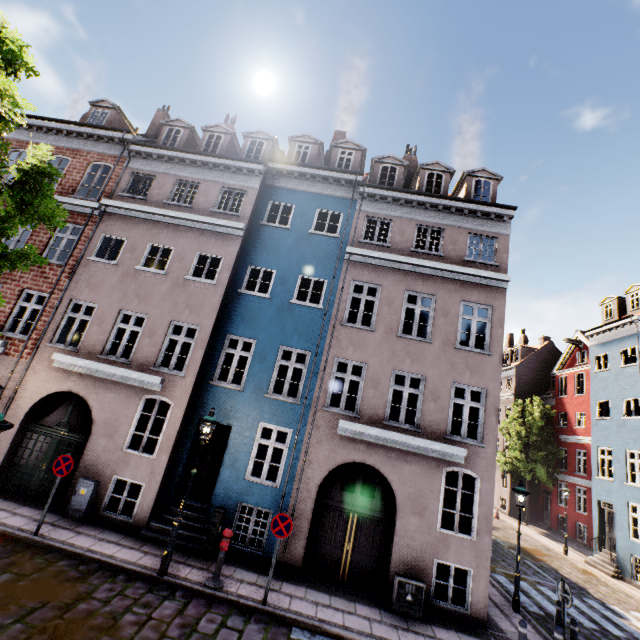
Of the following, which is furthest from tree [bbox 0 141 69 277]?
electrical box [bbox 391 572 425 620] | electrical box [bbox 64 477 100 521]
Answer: electrical box [bbox 391 572 425 620]

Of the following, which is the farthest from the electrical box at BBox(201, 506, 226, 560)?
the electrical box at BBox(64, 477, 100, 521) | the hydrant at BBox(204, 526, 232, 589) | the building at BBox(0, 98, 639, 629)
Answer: the electrical box at BBox(64, 477, 100, 521)

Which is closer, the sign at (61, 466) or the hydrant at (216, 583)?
the hydrant at (216, 583)

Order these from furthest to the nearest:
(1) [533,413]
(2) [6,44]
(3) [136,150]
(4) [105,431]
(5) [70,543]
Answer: (1) [533,413] < (3) [136,150] < (4) [105,431] < (5) [70,543] < (2) [6,44]

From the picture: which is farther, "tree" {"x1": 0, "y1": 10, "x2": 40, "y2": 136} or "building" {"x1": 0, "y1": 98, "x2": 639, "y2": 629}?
"building" {"x1": 0, "y1": 98, "x2": 639, "y2": 629}

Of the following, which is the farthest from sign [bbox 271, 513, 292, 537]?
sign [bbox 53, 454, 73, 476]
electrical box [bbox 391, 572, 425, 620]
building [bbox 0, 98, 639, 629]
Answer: sign [bbox 53, 454, 73, 476]

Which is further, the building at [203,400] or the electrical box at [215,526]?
the building at [203,400]

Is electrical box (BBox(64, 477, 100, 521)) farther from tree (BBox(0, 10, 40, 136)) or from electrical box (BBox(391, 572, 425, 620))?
electrical box (BBox(391, 572, 425, 620))
